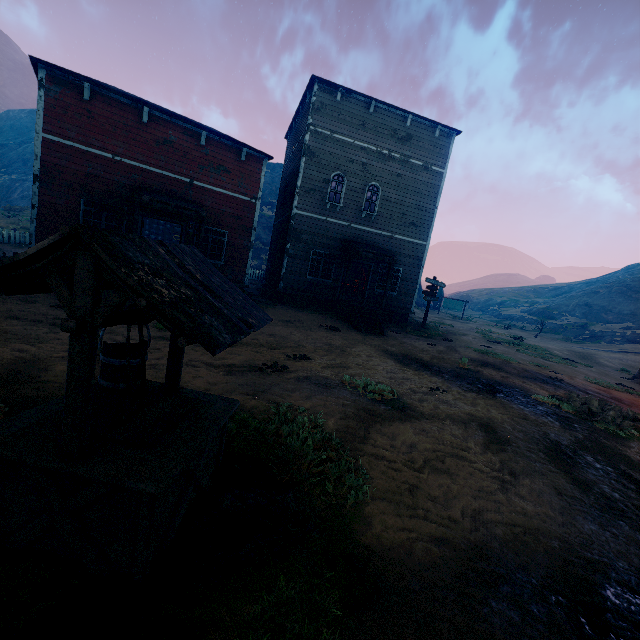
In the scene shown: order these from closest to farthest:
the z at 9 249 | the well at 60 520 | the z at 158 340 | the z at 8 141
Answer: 1. the well at 60 520
2. the z at 158 340
3. the z at 9 249
4. the z at 8 141

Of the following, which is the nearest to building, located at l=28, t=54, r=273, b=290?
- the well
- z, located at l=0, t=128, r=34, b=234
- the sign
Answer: z, located at l=0, t=128, r=34, b=234

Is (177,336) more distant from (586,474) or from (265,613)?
(586,474)

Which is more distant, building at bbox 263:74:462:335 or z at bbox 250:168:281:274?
z at bbox 250:168:281:274

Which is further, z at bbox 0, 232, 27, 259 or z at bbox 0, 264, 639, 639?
z at bbox 0, 232, 27, 259

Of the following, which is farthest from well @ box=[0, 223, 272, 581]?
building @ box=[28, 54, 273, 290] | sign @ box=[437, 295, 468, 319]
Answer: sign @ box=[437, 295, 468, 319]

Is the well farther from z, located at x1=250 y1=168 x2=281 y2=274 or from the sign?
the sign

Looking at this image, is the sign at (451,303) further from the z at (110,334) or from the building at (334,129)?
the building at (334,129)
